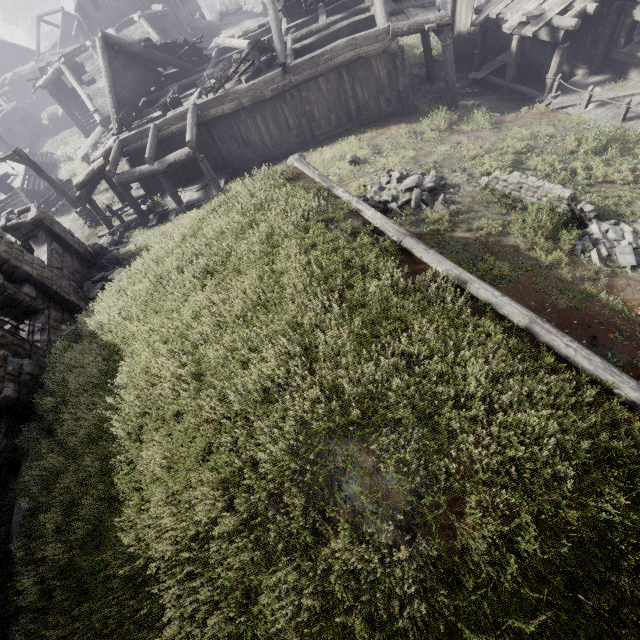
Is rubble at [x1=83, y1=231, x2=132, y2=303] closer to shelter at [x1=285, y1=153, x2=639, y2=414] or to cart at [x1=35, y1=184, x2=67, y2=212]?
shelter at [x1=285, y1=153, x2=639, y2=414]

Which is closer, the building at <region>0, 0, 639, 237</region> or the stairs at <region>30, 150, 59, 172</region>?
the building at <region>0, 0, 639, 237</region>

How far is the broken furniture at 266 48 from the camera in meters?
14.3

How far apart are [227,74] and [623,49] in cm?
1636

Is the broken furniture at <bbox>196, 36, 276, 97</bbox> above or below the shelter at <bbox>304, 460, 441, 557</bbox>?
below

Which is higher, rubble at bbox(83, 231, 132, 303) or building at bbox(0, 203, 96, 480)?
building at bbox(0, 203, 96, 480)

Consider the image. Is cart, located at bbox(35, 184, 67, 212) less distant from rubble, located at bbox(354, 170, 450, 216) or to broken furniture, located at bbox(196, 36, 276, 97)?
broken furniture, located at bbox(196, 36, 276, 97)

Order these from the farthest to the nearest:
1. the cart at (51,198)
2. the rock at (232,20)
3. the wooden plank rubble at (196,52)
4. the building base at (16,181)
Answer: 1. the rock at (232,20)
2. the building base at (16,181)
3. the cart at (51,198)
4. the wooden plank rubble at (196,52)
